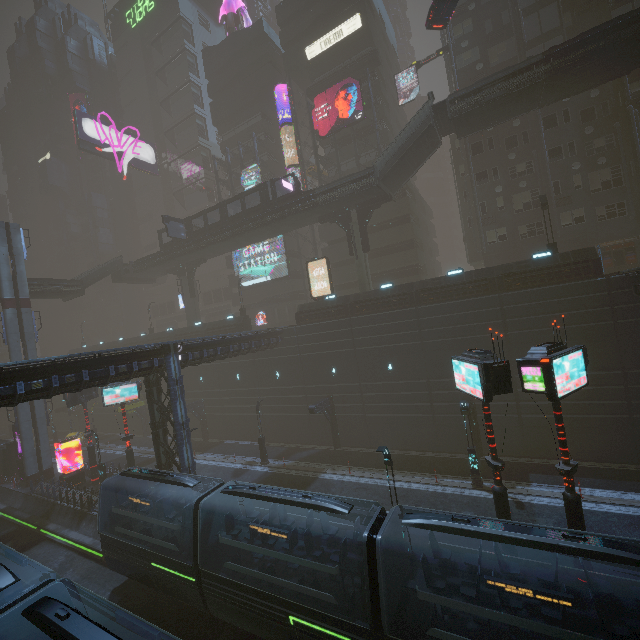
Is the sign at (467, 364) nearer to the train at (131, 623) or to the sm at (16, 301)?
the train at (131, 623)

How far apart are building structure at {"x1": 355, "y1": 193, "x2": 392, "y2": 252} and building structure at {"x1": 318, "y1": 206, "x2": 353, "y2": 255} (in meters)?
0.62

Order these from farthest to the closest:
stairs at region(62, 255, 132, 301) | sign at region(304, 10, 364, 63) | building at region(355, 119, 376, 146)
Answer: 1. stairs at region(62, 255, 132, 301)
2. building at region(355, 119, 376, 146)
3. sign at region(304, 10, 364, 63)

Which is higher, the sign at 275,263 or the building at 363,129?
the building at 363,129

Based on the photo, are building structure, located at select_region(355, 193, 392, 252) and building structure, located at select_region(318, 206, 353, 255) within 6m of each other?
yes

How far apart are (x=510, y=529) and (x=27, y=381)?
20.85m

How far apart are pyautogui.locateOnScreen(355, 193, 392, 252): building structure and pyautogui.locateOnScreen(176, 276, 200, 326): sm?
25.7m

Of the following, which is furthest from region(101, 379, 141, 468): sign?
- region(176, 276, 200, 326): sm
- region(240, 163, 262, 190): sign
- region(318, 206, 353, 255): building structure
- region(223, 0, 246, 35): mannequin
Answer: region(223, 0, 246, 35): mannequin
